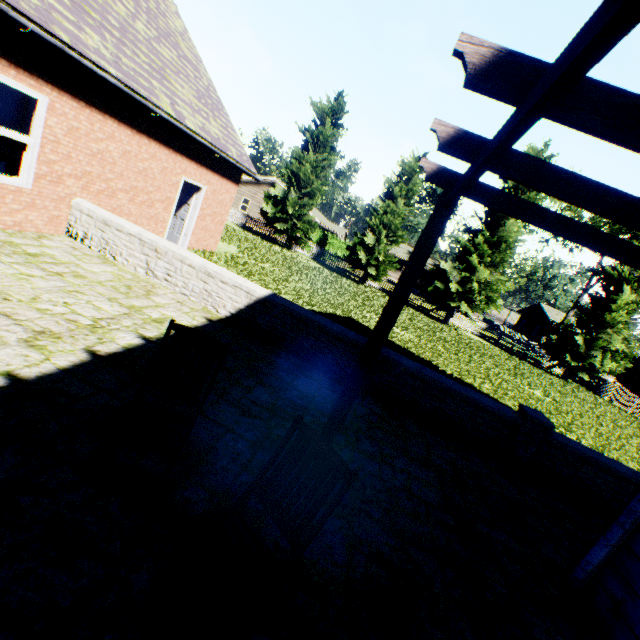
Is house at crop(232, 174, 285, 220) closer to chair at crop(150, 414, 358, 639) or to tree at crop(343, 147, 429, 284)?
tree at crop(343, 147, 429, 284)

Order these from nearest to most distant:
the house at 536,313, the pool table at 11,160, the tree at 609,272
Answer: the pool table at 11,160
the tree at 609,272
the house at 536,313

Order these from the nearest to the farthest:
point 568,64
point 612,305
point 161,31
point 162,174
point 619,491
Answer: point 568,64 < point 619,491 < point 162,174 < point 161,31 < point 612,305

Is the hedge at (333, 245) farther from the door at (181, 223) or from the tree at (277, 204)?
the door at (181, 223)

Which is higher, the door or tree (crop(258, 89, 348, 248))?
tree (crop(258, 89, 348, 248))

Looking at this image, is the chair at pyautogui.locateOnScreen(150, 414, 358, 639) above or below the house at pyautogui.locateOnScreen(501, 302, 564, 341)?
below

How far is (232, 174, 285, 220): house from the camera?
35.19m

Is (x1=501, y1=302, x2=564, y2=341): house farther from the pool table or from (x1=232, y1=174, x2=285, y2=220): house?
the pool table
